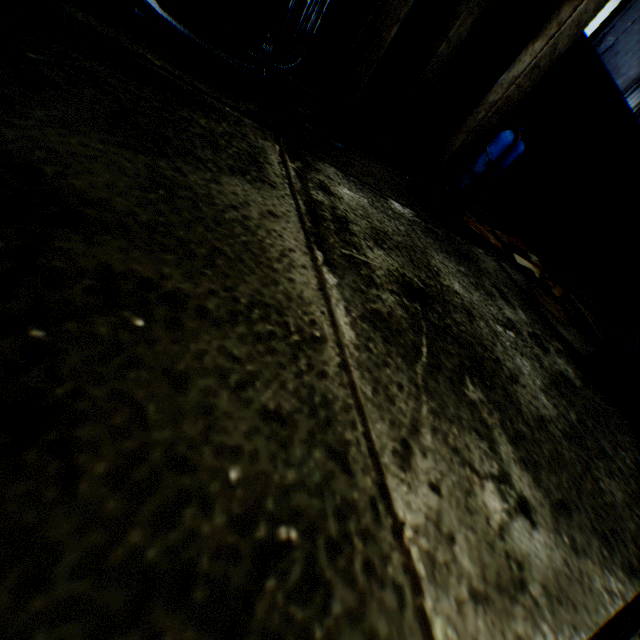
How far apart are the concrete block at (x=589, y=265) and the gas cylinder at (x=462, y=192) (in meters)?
10.16

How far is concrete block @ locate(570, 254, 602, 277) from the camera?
11.93m

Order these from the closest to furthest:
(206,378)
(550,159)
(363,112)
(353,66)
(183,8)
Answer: (206,378), (183,8), (353,66), (363,112), (550,159)

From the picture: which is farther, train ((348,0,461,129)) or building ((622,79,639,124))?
building ((622,79,639,124))

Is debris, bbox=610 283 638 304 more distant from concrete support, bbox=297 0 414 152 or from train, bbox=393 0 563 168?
concrete support, bbox=297 0 414 152

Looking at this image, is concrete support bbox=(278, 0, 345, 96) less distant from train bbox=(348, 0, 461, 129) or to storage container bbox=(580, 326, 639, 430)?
train bbox=(348, 0, 461, 129)

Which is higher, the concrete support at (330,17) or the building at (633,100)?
the building at (633,100)

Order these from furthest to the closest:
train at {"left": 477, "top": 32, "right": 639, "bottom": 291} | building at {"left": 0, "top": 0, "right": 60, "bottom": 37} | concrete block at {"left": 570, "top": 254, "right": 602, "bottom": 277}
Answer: concrete block at {"left": 570, "top": 254, "right": 602, "bottom": 277}, train at {"left": 477, "top": 32, "right": 639, "bottom": 291}, building at {"left": 0, "top": 0, "right": 60, "bottom": 37}
